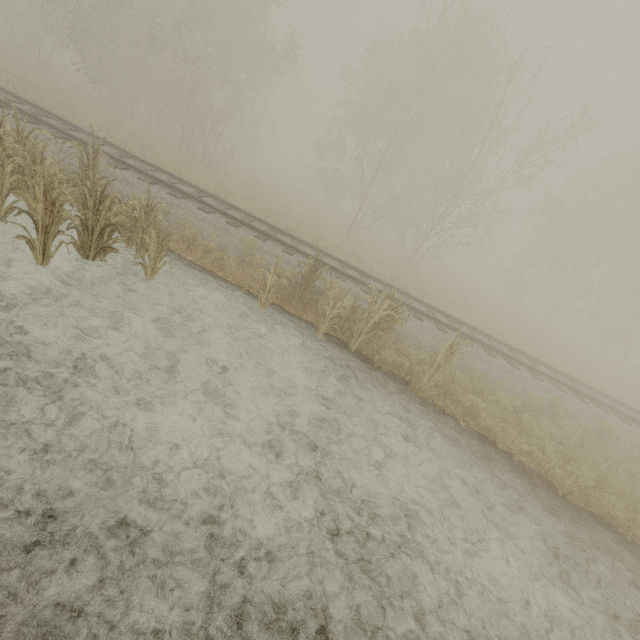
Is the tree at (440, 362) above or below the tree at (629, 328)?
below

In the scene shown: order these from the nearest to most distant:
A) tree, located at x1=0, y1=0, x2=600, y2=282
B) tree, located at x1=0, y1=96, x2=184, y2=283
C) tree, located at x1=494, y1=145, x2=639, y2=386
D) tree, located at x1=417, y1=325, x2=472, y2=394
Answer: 1. tree, located at x1=0, y1=96, x2=184, y2=283
2. tree, located at x1=417, y1=325, x2=472, y2=394
3. tree, located at x1=0, y1=0, x2=600, y2=282
4. tree, located at x1=494, y1=145, x2=639, y2=386

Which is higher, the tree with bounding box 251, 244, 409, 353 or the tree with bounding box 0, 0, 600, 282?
the tree with bounding box 0, 0, 600, 282

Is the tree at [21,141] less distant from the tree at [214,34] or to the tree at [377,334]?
the tree at [377,334]

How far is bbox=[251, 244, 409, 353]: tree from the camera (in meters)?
7.65

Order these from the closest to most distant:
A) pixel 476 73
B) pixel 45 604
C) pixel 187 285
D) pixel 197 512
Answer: pixel 45 604 → pixel 197 512 → pixel 187 285 → pixel 476 73

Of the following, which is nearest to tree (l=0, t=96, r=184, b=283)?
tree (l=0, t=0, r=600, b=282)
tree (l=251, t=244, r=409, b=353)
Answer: tree (l=251, t=244, r=409, b=353)
